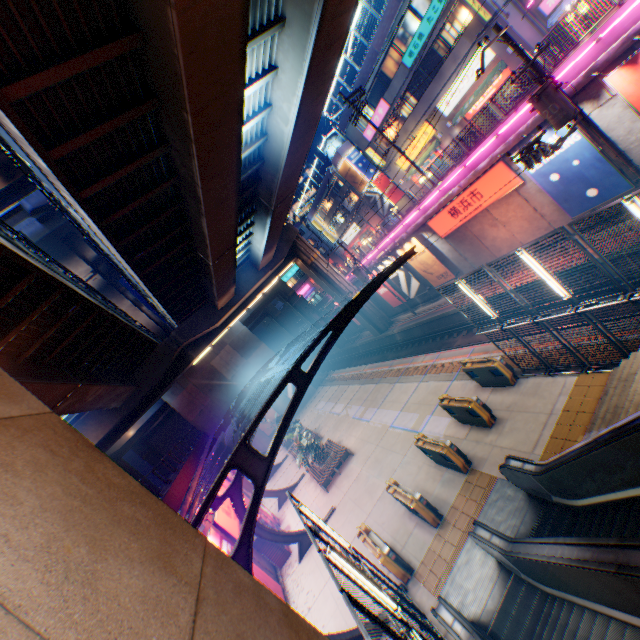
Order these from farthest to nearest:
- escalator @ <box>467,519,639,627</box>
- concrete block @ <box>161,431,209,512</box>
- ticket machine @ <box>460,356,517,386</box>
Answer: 1. concrete block @ <box>161,431,209,512</box>
2. ticket machine @ <box>460,356,517,386</box>
3. escalator @ <box>467,519,639,627</box>

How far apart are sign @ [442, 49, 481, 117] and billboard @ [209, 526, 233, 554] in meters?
33.5

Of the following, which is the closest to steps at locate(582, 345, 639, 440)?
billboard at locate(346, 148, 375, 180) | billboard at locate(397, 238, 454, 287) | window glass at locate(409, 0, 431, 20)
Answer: billboard at locate(397, 238, 454, 287)

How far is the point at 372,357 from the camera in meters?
36.0

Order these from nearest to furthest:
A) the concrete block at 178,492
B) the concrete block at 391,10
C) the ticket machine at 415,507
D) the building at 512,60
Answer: the ticket machine at 415,507, the concrete block at 178,492, the building at 512,60, the concrete block at 391,10

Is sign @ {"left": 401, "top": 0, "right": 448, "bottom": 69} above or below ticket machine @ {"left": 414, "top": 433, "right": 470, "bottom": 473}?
above

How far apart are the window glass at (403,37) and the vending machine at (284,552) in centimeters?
3546cm

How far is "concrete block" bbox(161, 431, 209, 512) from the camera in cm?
1442
